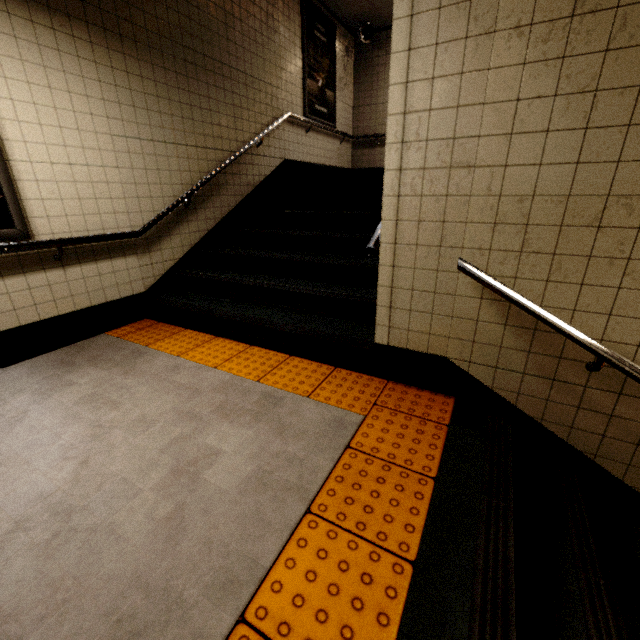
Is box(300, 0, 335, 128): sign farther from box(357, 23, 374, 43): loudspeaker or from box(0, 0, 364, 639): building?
box(0, 0, 364, 639): building

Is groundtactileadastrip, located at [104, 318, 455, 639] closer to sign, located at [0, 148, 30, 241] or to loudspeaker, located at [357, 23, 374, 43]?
sign, located at [0, 148, 30, 241]

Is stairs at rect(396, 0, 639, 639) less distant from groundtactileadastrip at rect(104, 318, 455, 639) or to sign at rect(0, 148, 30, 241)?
groundtactileadastrip at rect(104, 318, 455, 639)

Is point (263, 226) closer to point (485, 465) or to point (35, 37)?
point (35, 37)

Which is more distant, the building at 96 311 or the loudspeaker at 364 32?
the loudspeaker at 364 32

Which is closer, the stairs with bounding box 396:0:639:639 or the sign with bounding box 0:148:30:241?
the stairs with bounding box 396:0:639:639

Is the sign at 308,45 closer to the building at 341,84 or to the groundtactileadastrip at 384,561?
the building at 341,84

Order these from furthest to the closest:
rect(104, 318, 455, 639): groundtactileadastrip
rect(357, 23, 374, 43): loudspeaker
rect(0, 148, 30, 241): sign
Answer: rect(357, 23, 374, 43): loudspeaker → rect(0, 148, 30, 241): sign → rect(104, 318, 455, 639): groundtactileadastrip
